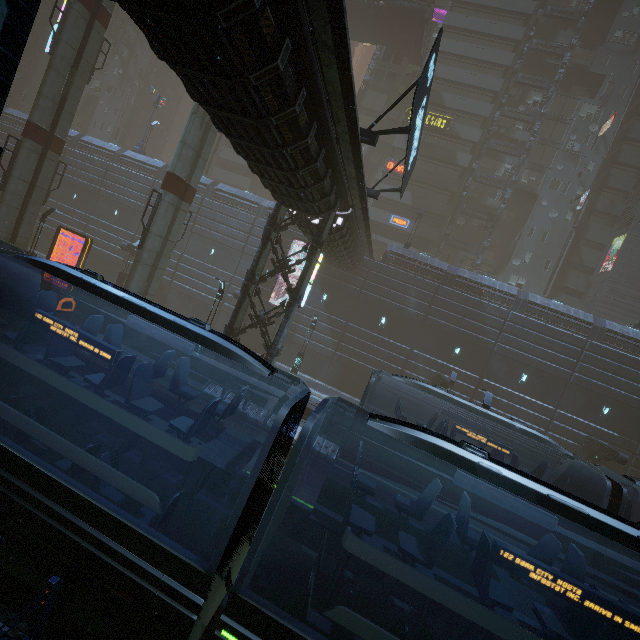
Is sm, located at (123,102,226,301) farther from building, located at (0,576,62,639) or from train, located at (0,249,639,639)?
train, located at (0,249,639,639)

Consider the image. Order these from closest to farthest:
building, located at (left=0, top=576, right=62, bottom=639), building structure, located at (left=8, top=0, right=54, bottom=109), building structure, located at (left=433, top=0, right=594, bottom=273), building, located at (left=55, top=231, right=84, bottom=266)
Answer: building, located at (left=0, top=576, right=62, bottom=639) → building, located at (left=55, top=231, right=84, bottom=266) → building structure, located at (left=433, top=0, right=594, bottom=273) → building structure, located at (left=8, top=0, right=54, bottom=109)

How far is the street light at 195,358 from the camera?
17.9m

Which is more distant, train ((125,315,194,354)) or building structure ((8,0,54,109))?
building structure ((8,0,54,109))

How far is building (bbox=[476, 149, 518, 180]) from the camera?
38.3m

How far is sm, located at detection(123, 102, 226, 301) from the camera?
18.2 meters

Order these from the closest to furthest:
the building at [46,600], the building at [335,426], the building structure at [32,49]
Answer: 1. the building at [46,600]
2. the building at [335,426]
3. the building structure at [32,49]

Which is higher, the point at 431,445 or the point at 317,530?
the point at 431,445
